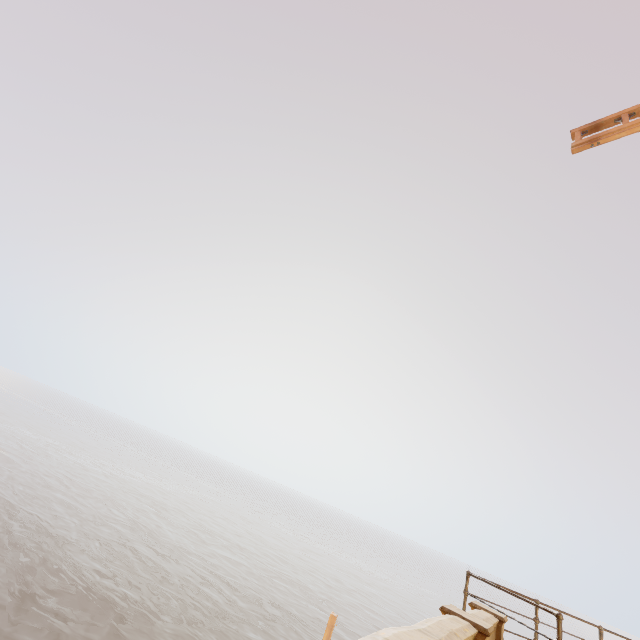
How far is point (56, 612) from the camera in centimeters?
1744cm
